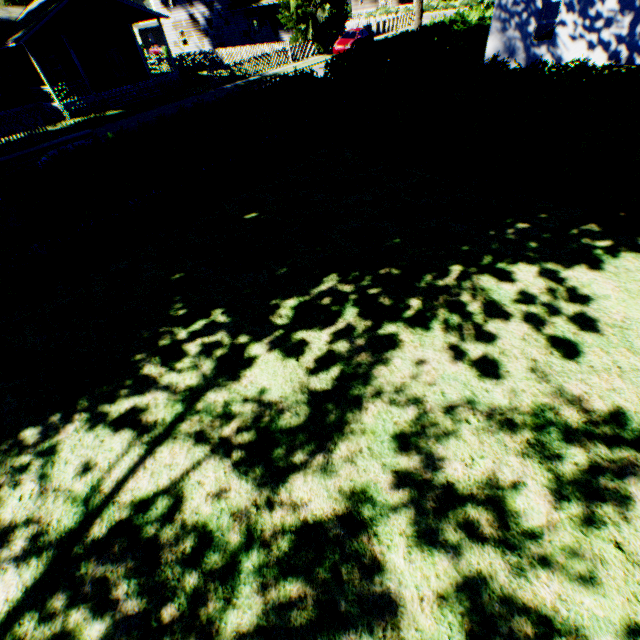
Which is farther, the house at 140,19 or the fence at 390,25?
the fence at 390,25

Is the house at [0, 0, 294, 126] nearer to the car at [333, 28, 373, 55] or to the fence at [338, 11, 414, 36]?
the fence at [338, 11, 414, 36]

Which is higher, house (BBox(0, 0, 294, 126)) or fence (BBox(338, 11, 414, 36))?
house (BBox(0, 0, 294, 126))

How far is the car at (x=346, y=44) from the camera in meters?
28.0 m

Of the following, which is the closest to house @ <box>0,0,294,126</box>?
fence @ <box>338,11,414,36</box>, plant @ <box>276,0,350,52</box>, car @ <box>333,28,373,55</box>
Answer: plant @ <box>276,0,350,52</box>

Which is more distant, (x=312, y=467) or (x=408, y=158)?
(x=408, y=158)

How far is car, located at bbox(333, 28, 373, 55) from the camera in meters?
28.0

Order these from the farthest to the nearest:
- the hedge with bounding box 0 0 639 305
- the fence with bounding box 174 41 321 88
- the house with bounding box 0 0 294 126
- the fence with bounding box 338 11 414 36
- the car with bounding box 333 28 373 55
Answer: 1. the fence with bounding box 338 11 414 36
2. the car with bounding box 333 28 373 55
3. the fence with bounding box 174 41 321 88
4. the house with bounding box 0 0 294 126
5. the hedge with bounding box 0 0 639 305
